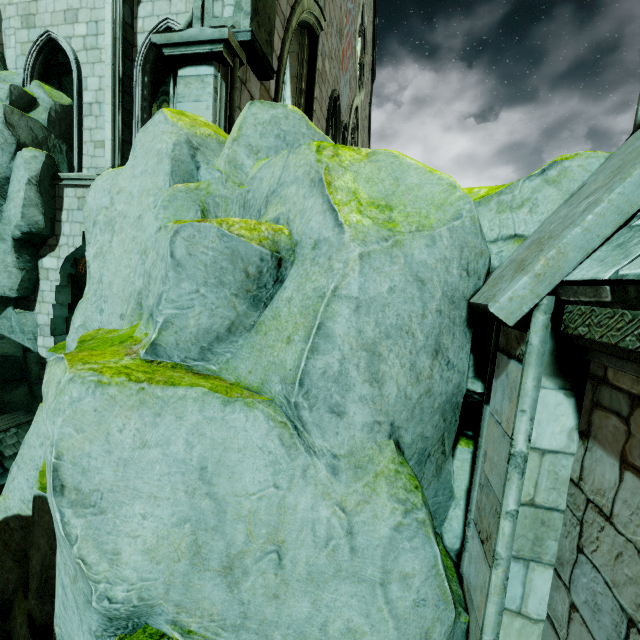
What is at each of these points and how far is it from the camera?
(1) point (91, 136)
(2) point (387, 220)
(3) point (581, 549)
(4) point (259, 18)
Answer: (1) building, 10.82m
(2) rock, 2.39m
(3) building, 1.88m
(4) merlon, 4.80m

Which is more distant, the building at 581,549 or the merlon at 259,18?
the merlon at 259,18

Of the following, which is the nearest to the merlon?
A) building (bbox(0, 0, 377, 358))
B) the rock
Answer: building (bbox(0, 0, 377, 358))

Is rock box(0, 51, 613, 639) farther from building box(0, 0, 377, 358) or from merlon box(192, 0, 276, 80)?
merlon box(192, 0, 276, 80)

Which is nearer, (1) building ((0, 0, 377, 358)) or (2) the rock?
(2) the rock

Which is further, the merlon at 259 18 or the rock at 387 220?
the merlon at 259 18

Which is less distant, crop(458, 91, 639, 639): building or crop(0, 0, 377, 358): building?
crop(458, 91, 639, 639): building

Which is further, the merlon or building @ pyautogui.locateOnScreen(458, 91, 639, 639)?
the merlon
